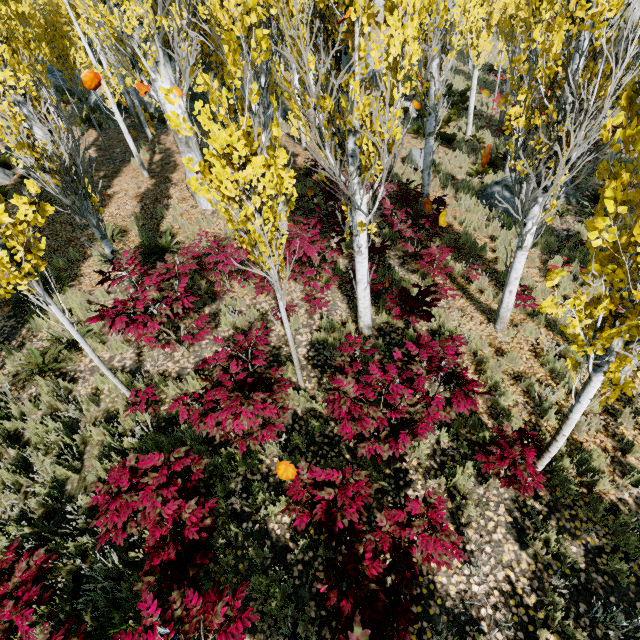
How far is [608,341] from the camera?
2.6 meters

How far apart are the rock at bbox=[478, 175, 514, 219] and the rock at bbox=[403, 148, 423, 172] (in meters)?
2.66

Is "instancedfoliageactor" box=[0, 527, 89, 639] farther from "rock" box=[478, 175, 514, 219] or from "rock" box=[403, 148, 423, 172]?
"rock" box=[403, 148, 423, 172]

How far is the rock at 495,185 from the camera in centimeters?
1033cm

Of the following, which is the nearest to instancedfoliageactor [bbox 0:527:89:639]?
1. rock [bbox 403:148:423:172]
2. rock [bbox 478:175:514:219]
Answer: rock [bbox 478:175:514:219]

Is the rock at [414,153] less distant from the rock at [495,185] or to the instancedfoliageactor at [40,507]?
the instancedfoliageactor at [40,507]

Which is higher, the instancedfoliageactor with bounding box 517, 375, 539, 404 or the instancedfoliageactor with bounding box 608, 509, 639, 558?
the instancedfoliageactor with bounding box 517, 375, 539, 404
